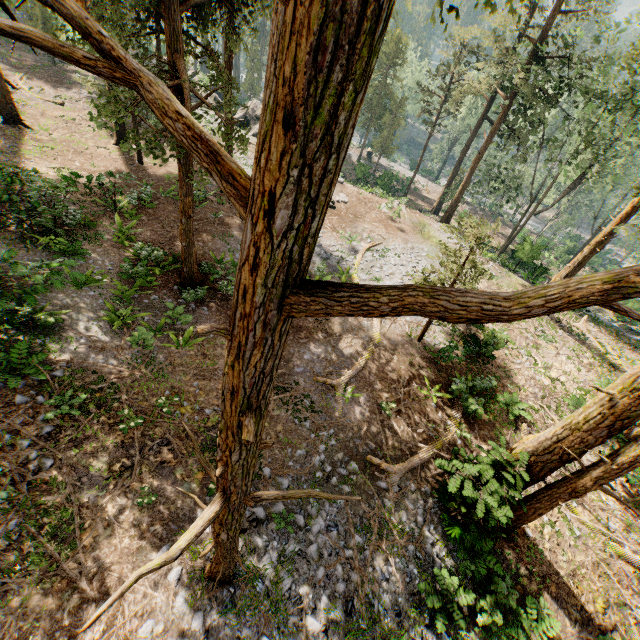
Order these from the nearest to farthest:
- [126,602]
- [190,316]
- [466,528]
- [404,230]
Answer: [126,602] < [466,528] < [190,316] < [404,230]

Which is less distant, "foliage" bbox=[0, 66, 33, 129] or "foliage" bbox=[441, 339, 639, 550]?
"foliage" bbox=[441, 339, 639, 550]

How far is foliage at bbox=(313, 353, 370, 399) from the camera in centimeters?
1328cm

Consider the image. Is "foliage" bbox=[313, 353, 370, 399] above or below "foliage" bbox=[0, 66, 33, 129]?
below

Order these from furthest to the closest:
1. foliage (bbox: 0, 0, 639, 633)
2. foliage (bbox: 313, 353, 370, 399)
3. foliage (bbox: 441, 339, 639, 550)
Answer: foliage (bbox: 313, 353, 370, 399), foliage (bbox: 441, 339, 639, 550), foliage (bbox: 0, 0, 639, 633)

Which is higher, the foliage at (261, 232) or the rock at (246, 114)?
the foliage at (261, 232)
